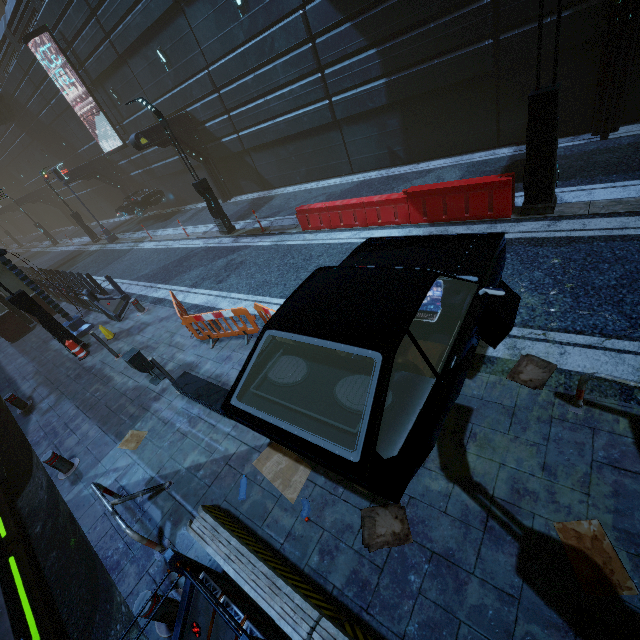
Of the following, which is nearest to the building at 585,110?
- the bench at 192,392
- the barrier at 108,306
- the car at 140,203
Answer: the car at 140,203

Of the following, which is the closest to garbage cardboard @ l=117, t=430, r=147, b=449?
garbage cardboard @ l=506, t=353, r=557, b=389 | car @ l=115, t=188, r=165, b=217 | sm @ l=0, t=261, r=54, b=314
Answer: garbage cardboard @ l=506, t=353, r=557, b=389

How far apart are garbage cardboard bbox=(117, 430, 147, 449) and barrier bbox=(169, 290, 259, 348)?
2.3 meters

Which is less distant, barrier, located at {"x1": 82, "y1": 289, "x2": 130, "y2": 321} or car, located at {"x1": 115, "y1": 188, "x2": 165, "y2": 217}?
barrier, located at {"x1": 82, "y1": 289, "x2": 130, "y2": 321}

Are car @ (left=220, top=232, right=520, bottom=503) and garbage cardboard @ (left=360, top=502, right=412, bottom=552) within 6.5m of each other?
yes

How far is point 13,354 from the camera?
13.1m

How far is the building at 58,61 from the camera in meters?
19.4 m

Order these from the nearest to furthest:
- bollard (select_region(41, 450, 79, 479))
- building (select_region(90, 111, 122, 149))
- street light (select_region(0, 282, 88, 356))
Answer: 1. bollard (select_region(41, 450, 79, 479))
2. street light (select_region(0, 282, 88, 356))
3. building (select_region(90, 111, 122, 149))
